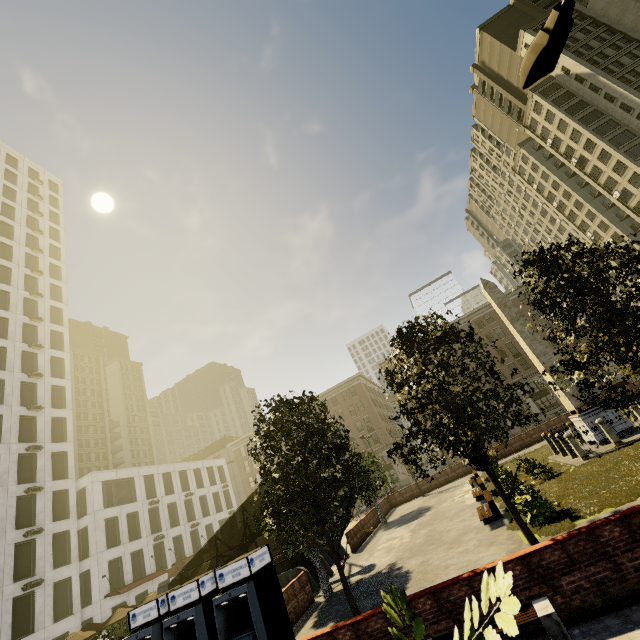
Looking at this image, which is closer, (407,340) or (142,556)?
(407,340)

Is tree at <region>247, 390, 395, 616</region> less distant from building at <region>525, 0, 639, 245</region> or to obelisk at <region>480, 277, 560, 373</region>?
building at <region>525, 0, 639, 245</region>

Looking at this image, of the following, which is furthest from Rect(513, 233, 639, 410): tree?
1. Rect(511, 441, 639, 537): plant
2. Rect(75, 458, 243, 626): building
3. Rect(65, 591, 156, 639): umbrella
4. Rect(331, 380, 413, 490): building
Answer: Rect(75, 458, 243, 626): building

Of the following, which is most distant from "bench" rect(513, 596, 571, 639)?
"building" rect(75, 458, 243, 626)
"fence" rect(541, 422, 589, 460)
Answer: "building" rect(75, 458, 243, 626)

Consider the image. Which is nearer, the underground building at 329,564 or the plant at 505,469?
the plant at 505,469

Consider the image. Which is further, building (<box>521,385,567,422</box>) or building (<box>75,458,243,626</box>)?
building (<box>521,385,567,422</box>)

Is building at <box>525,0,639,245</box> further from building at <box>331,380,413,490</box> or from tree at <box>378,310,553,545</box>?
building at <box>331,380,413,490</box>

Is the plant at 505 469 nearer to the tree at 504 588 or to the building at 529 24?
the tree at 504 588
